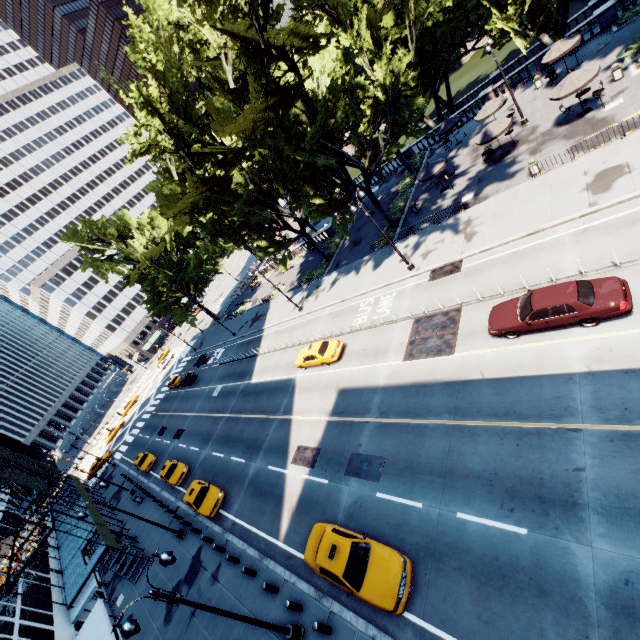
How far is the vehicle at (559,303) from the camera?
12.4 meters

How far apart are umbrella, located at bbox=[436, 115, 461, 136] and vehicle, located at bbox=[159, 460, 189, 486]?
42.16m

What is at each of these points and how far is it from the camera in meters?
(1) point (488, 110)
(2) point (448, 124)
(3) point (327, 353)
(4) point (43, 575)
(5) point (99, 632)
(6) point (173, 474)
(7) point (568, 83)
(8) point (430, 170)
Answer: (1) umbrella, 28.6 m
(2) umbrella, 33.7 m
(3) vehicle, 24.5 m
(4) building, 24.6 m
(5) building, 17.5 m
(6) vehicle, 30.0 m
(7) umbrella, 21.6 m
(8) umbrella, 29.0 m

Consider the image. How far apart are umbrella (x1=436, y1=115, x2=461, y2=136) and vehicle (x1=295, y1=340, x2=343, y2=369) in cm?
2591

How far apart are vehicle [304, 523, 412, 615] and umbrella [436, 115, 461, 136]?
37.0m

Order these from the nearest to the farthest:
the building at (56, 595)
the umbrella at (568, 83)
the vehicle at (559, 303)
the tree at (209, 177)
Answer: the vehicle at (559, 303), the tree at (209, 177), the umbrella at (568, 83), the building at (56, 595)

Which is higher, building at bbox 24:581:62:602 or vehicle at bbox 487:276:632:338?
building at bbox 24:581:62:602

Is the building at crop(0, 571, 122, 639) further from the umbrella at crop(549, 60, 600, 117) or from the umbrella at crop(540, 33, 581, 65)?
the umbrella at crop(540, 33, 581, 65)
